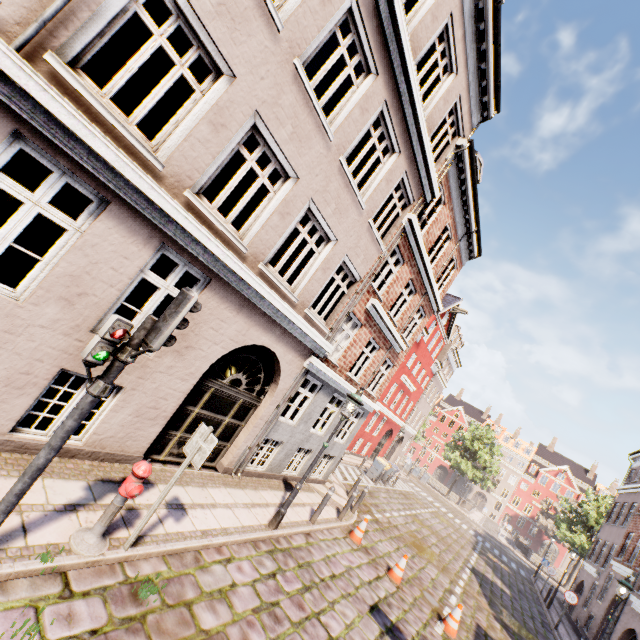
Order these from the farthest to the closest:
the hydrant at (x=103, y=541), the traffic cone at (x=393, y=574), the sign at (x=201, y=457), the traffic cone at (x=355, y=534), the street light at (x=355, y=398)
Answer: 1. the traffic cone at (x=355, y=534)
2. the traffic cone at (x=393, y=574)
3. the street light at (x=355, y=398)
4. the sign at (x=201, y=457)
5. the hydrant at (x=103, y=541)

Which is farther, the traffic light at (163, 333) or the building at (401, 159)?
the building at (401, 159)

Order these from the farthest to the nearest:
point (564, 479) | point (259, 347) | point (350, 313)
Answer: point (564, 479)
point (350, 313)
point (259, 347)

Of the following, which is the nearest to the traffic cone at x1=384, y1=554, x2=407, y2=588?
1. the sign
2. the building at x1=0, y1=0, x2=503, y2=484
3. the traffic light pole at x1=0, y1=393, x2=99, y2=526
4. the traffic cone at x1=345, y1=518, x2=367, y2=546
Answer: the traffic cone at x1=345, y1=518, x2=367, y2=546

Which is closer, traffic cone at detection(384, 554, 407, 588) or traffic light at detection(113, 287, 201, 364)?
traffic light at detection(113, 287, 201, 364)

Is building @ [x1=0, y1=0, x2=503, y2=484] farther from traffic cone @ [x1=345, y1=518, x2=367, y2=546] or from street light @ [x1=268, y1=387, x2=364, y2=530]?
traffic cone @ [x1=345, y1=518, x2=367, y2=546]

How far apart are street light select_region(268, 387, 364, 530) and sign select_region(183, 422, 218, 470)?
3.7m

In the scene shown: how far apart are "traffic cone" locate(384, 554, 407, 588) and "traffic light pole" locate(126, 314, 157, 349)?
9.91m
